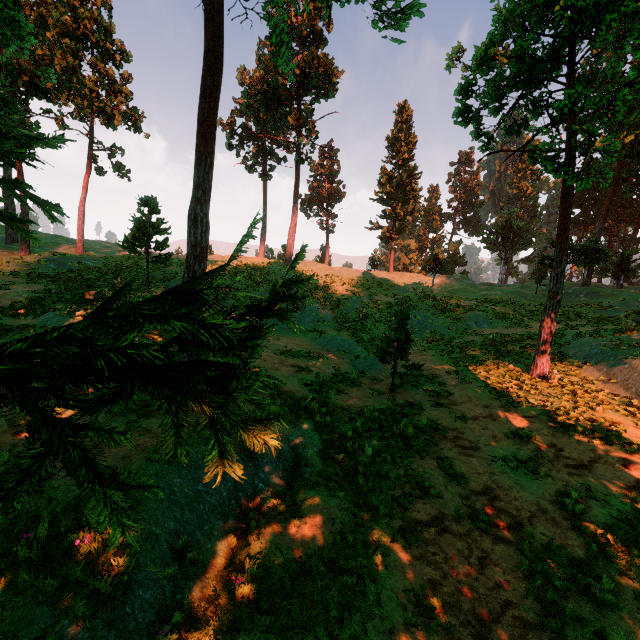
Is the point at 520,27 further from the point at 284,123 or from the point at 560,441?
the point at 284,123

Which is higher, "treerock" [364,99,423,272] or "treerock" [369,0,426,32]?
"treerock" [364,99,423,272]

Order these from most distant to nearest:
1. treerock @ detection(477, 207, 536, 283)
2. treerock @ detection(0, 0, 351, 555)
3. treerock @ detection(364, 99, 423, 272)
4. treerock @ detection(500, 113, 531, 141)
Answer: treerock @ detection(477, 207, 536, 283)
treerock @ detection(364, 99, 423, 272)
treerock @ detection(500, 113, 531, 141)
treerock @ detection(0, 0, 351, 555)

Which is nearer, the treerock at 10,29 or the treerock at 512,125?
the treerock at 10,29

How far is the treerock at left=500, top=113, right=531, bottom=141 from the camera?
16.1 meters

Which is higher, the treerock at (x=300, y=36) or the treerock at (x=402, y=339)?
the treerock at (x=300, y=36)

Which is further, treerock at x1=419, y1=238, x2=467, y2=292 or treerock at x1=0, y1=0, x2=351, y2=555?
treerock at x1=419, y1=238, x2=467, y2=292
